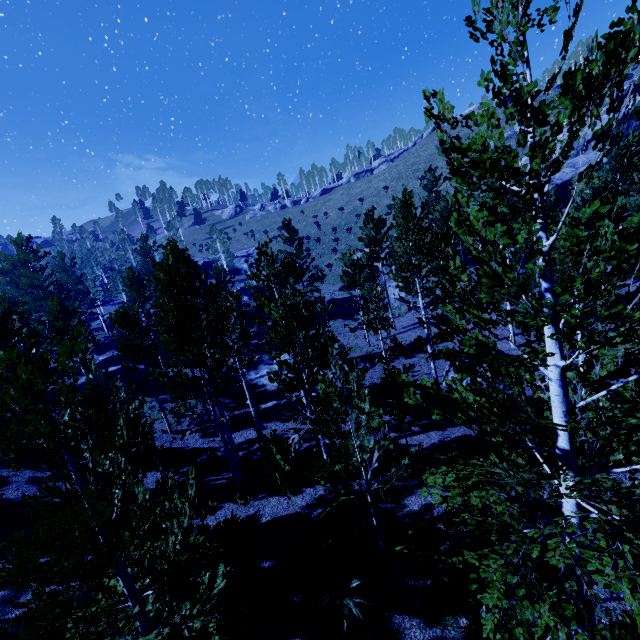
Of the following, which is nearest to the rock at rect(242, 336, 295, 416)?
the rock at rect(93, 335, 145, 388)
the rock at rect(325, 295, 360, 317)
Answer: the rock at rect(93, 335, 145, 388)

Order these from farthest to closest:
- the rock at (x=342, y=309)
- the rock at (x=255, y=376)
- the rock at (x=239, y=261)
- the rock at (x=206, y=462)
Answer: the rock at (x=239, y=261) → the rock at (x=342, y=309) → the rock at (x=255, y=376) → the rock at (x=206, y=462)

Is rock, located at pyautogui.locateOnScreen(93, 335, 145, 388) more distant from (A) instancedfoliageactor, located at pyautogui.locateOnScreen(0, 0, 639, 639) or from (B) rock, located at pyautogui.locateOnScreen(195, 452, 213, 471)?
(B) rock, located at pyautogui.locateOnScreen(195, 452, 213, 471)

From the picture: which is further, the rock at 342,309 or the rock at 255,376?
the rock at 342,309

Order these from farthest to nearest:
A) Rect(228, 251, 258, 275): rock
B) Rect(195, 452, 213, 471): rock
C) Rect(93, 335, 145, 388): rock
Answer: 1. Rect(228, 251, 258, 275): rock
2. Rect(93, 335, 145, 388): rock
3. Rect(195, 452, 213, 471): rock

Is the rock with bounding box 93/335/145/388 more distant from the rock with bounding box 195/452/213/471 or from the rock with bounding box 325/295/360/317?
the rock with bounding box 195/452/213/471

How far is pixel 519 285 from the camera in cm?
324
